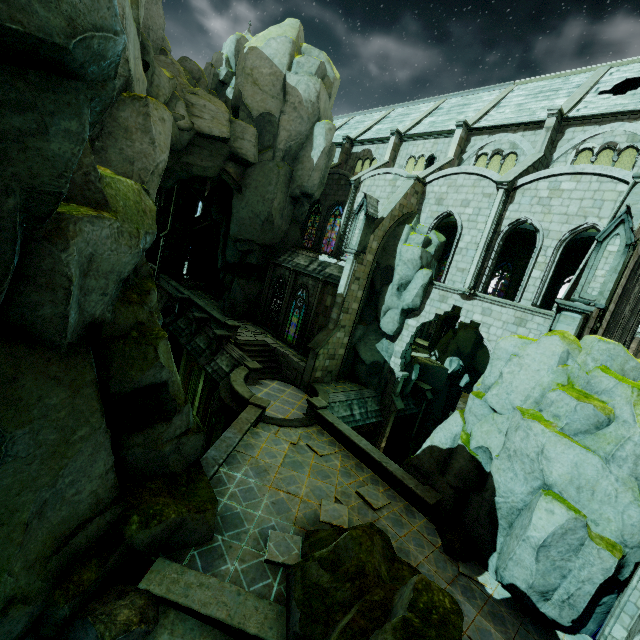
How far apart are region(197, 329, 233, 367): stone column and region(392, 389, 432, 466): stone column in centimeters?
1525cm

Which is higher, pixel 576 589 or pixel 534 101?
pixel 534 101

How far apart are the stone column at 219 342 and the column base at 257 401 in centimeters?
702cm

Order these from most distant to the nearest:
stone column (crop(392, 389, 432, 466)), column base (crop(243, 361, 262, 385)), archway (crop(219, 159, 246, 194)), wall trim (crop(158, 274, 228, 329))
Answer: stone column (crop(392, 389, 432, 466)) < wall trim (crop(158, 274, 228, 329)) < archway (crop(219, 159, 246, 194)) < column base (crop(243, 361, 262, 385))

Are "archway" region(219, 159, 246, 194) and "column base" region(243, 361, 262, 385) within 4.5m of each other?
no

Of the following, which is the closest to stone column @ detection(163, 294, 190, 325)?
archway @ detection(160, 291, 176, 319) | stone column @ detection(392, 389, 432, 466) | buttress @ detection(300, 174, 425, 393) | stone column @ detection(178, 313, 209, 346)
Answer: archway @ detection(160, 291, 176, 319)

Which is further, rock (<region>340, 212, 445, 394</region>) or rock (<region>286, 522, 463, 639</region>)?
rock (<region>340, 212, 445, 394</region>)

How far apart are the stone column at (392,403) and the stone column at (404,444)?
3.80m
